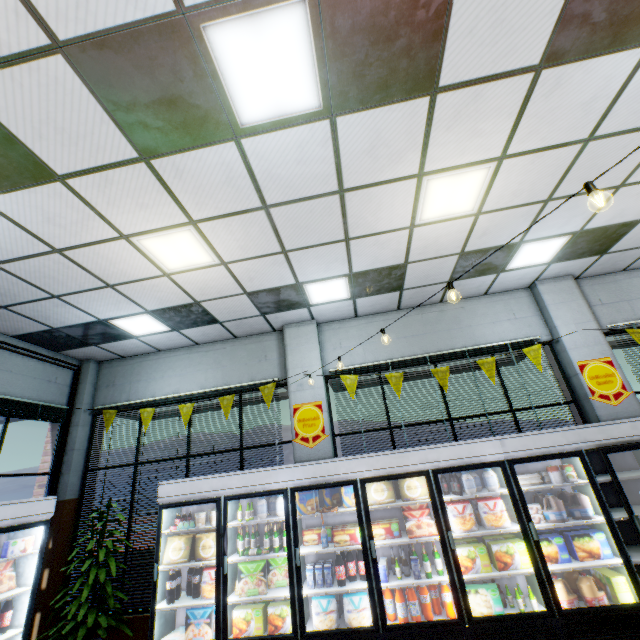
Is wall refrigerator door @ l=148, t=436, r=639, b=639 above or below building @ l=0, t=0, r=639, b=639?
below

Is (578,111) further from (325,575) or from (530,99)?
(325,575)

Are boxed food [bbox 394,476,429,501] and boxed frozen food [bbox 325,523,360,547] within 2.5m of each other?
yes

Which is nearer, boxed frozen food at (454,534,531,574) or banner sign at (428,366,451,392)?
boxed frozen food at (454,534,531,574)

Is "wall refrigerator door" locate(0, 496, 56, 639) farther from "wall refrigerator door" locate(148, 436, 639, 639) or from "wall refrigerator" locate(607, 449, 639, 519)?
"wall refrigerator" locate(607, 449, 639, 519)

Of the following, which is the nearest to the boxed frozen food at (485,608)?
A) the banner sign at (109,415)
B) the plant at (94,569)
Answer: the plant at (94,569)

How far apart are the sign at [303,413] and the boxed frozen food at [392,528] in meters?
1.5

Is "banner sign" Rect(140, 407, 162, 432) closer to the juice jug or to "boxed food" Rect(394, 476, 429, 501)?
"boxed food" Rect(394, 476, 429, 501)
